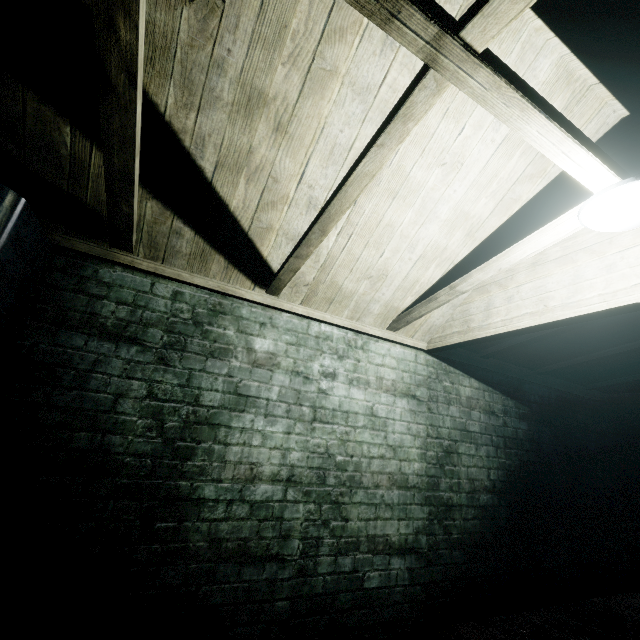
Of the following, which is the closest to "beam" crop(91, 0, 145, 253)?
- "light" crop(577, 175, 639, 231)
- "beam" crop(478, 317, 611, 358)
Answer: "light" crop(577, 175, 639, 231)

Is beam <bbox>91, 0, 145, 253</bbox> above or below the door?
above

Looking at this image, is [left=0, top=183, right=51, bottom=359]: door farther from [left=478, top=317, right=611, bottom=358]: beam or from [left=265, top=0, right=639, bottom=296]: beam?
[left=478, top=317, right=611, bottom=358]: beam

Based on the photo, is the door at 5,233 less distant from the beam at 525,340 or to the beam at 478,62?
the beam at 478,62

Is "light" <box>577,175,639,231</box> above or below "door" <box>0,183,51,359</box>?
above

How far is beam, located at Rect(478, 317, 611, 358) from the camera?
2.55m

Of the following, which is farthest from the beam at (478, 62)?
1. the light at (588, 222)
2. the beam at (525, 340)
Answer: the beam at (525, 340)

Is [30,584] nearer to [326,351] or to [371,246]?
[326,351]
